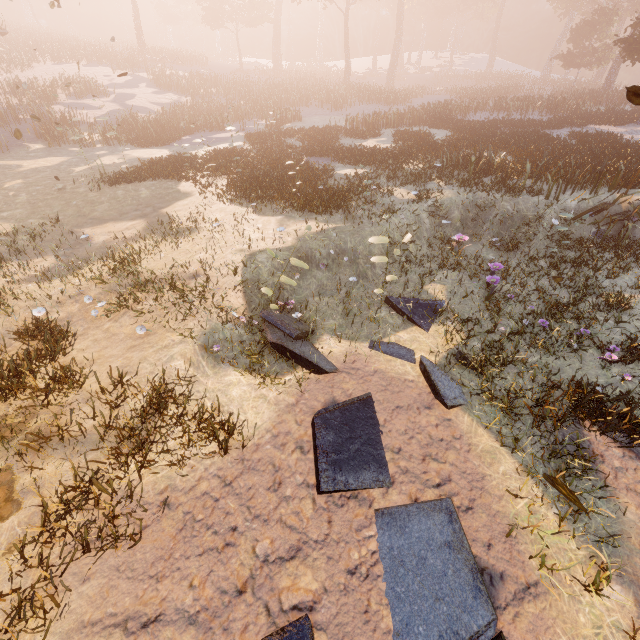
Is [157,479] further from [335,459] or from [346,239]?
[346,239]
